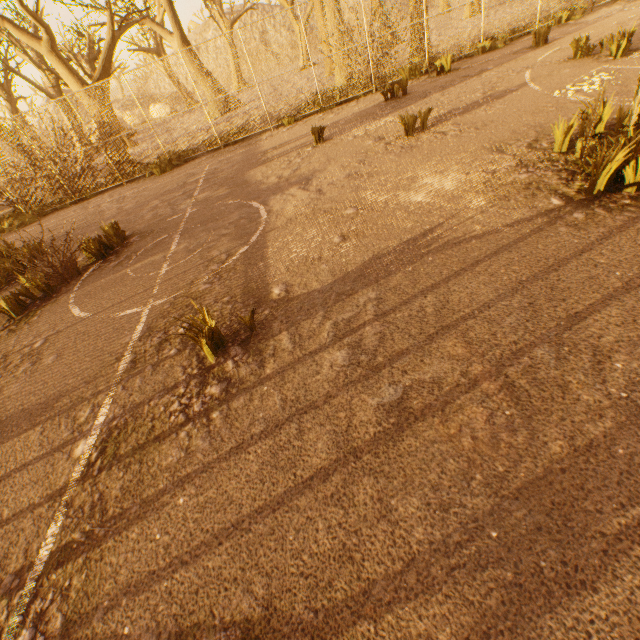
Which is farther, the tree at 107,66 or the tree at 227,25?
the tree at 227,25

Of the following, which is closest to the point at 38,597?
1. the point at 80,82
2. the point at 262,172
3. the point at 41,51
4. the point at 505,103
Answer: the point at 262,172

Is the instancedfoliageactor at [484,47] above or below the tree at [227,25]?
below

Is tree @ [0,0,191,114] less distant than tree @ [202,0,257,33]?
Yes

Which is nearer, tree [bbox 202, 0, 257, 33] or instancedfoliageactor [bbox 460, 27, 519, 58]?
instancedfoliageactor [bbox 460, 27, 519, 58]

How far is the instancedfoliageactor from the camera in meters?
11.2

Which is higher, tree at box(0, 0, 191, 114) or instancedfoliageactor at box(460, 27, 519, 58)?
tree at box(0, 0, 191, 114)
